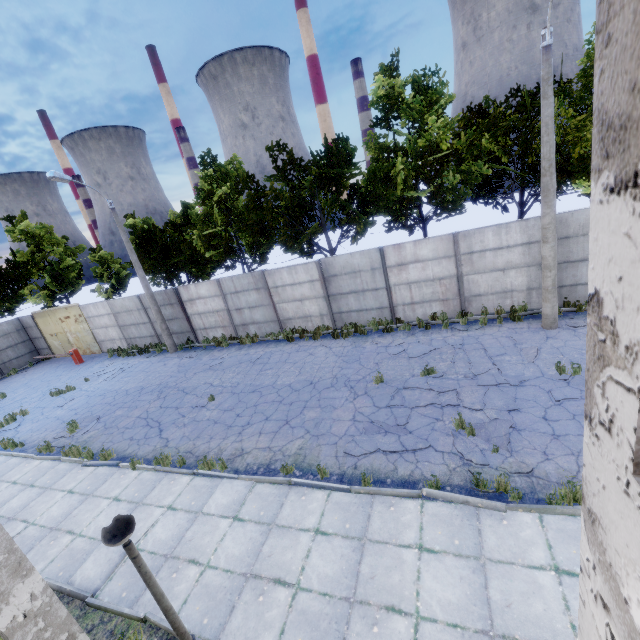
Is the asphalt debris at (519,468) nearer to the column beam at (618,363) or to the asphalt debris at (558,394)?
the asphalt debris at (558,394)

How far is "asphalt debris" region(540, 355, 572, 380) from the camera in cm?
886

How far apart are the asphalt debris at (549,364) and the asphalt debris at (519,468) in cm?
329

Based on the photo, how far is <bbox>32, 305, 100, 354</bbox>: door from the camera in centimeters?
2289cm

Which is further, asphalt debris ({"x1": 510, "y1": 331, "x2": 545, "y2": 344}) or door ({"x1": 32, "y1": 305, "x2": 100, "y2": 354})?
door ({"x1": 32, "y1": 305, "x2": 100, "y2": 354})

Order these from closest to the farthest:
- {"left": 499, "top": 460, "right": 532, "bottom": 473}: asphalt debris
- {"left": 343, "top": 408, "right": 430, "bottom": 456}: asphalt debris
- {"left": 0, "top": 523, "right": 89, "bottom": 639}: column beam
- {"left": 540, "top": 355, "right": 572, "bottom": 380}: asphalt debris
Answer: {"left": 0, "top": 523, "right": 89, "bottom": 639}: column beam
{"left": 499, "top": 460, "right": 532, "bottom": 473}: asphalt debris
{"left": 343, "top": 408, "right": 430, "bottom": 456}: asphalt debris
{"left": 540, "top": 355, "right": 572, "bottom": 380}: asphalt debris

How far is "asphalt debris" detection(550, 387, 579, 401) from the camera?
8.1m

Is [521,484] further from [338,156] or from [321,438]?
[338,156]
